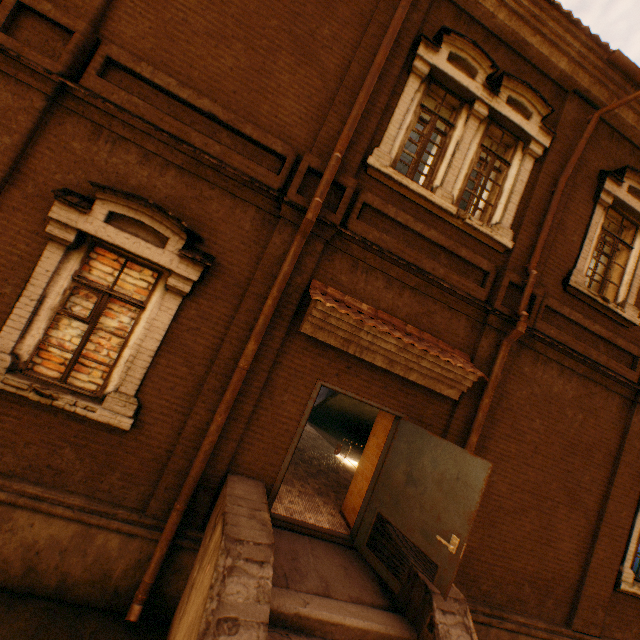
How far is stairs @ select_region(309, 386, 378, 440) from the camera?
11.50m

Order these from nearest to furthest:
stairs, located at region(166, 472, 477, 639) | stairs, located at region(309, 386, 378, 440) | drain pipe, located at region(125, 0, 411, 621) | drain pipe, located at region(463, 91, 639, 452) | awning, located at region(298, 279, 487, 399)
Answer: stairs, located at region(166, 472, 477, 639)
drain pipe, located at region(125, 0, 411, 621)
awning, located at region(298, 279, 487, 399)
drain pipe, located at region(463, 91, 639, 452)
stairs, located at region(309, 386, 378, 440)

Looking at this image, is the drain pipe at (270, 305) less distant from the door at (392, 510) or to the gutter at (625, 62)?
the door at (392, 510)

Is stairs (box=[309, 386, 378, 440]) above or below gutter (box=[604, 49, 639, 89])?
below

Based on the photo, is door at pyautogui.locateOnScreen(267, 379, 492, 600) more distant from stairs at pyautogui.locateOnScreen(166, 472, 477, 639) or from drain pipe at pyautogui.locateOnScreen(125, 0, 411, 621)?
drain pipe at pyautogui.locateOnScreen(125, 0, 411, 621)

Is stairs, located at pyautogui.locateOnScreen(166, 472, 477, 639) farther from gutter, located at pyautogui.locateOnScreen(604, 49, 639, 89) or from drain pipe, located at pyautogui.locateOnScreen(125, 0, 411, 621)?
gutter, located at pyautogui.locateOnScreen(604, 49, 639, 89)

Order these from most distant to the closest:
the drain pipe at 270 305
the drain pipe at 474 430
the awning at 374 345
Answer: the drain pipe at 474 430, the awning at 374 345, the drain pipe at 270 305

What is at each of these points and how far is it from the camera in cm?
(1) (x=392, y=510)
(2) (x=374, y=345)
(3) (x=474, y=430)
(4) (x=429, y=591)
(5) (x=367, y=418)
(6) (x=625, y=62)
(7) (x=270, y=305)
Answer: (1) door, 479
(2) awning, 490
(3) drain pipe, 539
(4) stairs, 386
(5) stairs, 1234
(6) gutter, 568
(7) drain pipe, 456
